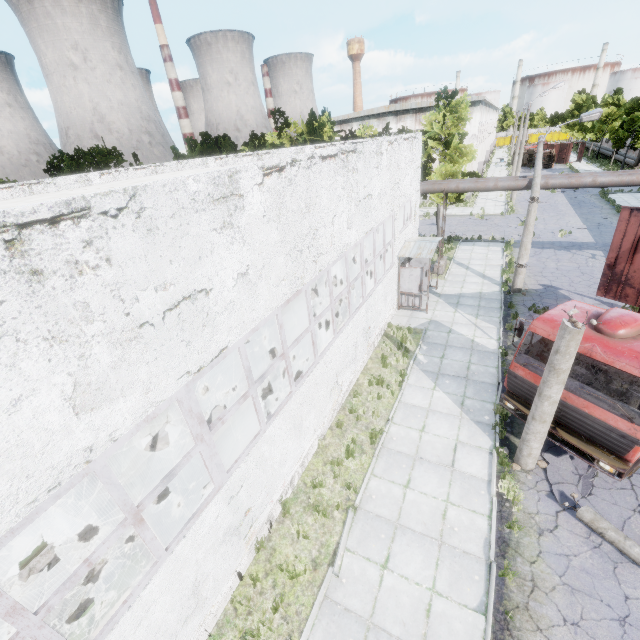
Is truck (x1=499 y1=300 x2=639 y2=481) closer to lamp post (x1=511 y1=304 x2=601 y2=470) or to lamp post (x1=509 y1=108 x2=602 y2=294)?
lamp post (x1=511 y1=304 x2=601 y2=470)

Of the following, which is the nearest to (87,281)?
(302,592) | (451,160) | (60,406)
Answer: (60,406)

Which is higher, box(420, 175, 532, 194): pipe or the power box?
box(420, 175, 532, 194): pipe

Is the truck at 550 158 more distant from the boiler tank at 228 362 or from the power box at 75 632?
the power box at 75 632

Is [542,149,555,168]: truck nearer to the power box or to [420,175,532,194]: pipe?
[420,175,532,194]: pipe

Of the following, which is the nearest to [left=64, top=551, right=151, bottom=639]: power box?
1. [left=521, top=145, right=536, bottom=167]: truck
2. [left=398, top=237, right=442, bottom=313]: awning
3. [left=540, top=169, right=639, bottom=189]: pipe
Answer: [left=398, top=237, right=442, bottom=313]: awning

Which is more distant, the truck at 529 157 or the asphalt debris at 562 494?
the truck at 529 157

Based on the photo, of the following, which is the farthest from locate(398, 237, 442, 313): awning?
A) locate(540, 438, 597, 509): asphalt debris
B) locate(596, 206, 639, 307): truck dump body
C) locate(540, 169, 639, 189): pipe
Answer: locate(540, 438, 597, 509): asphalt debris
